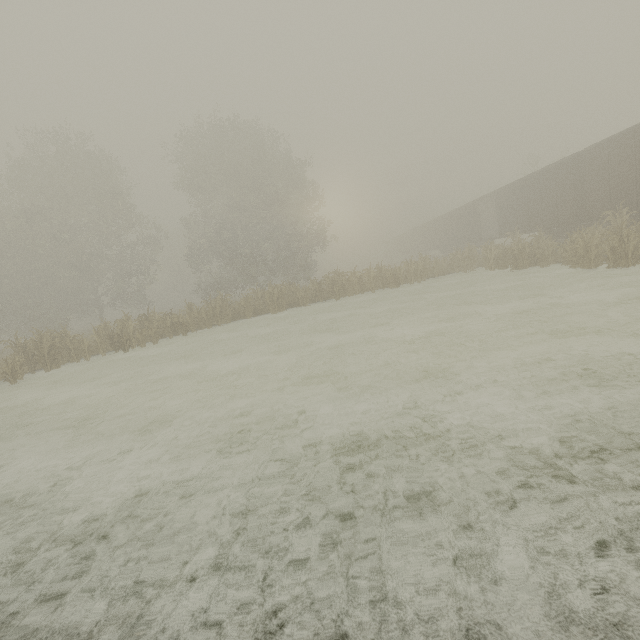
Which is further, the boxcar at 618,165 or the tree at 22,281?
the tree at 22,281

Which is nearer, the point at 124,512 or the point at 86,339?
the point at 124,512

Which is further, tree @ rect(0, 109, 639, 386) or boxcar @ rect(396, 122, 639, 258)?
tree @ rect(0, 109, 639, 386)
